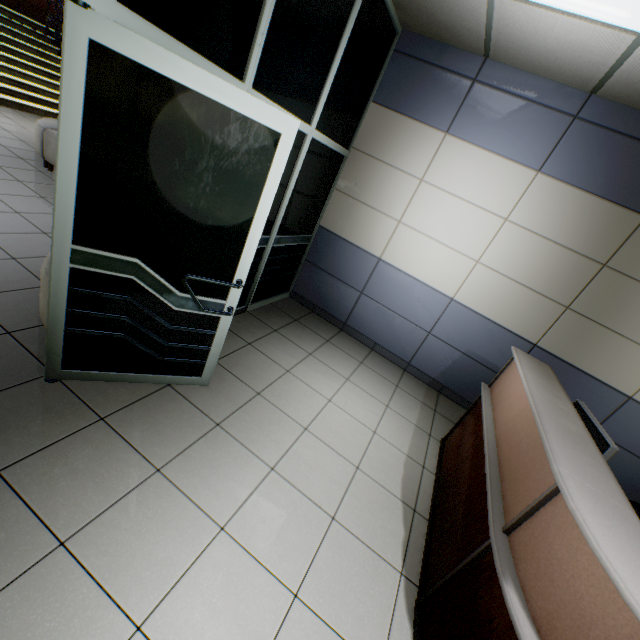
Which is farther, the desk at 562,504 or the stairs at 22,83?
the stairs at 22,83

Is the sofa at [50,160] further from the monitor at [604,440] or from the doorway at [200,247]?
the monitor at [604,440]

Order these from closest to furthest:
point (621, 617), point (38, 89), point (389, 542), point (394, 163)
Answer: point (621, 617) → point (389, 542) → point (394, 163) → point (38, 89)

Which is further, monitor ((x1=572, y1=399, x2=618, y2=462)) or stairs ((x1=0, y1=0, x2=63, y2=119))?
stairs ((x1=0, y1=0, x2=63, y2=119))

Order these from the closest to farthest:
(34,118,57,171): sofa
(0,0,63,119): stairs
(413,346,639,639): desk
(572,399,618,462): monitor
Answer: (413,346,639,639): desk
(572,399,618,462): monitor
(34,118,57,171): sofa
(0,0,63,119): stairs

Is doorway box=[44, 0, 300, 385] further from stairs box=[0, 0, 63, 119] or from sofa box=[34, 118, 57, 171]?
stairs box=[0, 0, 63, 119]

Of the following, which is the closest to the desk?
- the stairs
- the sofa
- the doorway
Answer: the doorway

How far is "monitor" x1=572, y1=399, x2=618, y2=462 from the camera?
1.80m
